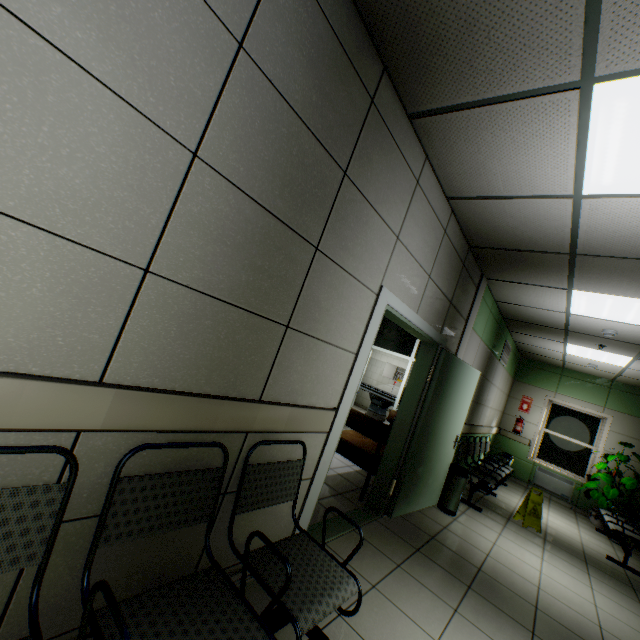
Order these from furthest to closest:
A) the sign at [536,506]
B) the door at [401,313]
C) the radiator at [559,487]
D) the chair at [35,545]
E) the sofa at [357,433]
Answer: the radiator at [559,487]
the sign at [536,506]
the sofa at [357,433]
the door at [401,313]
the chair at [35,545]

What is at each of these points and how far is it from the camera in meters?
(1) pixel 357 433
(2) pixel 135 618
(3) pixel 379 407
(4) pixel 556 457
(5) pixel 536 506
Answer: (1) sofa, 4.8 m
(2) chair, 1.1 m
(3) bed, 9.2 m
(4) window, 8.2 m
(5) sign, 5.2 m

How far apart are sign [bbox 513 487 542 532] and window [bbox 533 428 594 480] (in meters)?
3.84

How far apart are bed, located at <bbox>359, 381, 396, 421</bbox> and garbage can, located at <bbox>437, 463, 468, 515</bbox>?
4.12m

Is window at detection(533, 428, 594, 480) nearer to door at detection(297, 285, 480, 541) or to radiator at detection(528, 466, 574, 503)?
radiator at detection(528, 466, 574, 503)

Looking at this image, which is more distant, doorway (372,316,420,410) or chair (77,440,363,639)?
doorway (372,316,420,410)

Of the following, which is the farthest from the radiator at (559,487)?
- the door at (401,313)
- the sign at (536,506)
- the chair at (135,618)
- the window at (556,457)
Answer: the chair at (135,618)

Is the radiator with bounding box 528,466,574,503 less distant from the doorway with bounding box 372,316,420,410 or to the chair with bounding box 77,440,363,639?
the doorway with bounding box 372,316,420,410
